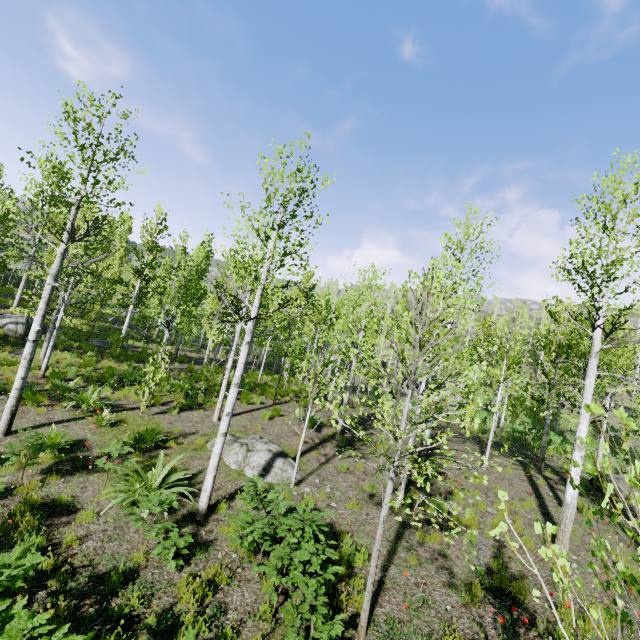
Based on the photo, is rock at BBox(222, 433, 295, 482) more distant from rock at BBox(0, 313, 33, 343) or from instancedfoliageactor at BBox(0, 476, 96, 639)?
rock at BBox(0, 313, 33, 343)

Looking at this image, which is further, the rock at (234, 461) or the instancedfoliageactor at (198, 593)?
the rock at (234, 461)

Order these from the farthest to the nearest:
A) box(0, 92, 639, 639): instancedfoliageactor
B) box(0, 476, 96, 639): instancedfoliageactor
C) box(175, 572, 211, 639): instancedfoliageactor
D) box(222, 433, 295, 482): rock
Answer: box(222, 433, 295, 482): rock < box(0, 92, 639, 639): instancedfoliageactor < box(175, 572, 211, 639): instancedfoliageactor < box(0, 476, 96, 639): instancedfoliageactor

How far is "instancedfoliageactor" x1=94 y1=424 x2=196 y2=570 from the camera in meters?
5.5

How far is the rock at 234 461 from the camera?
9.0 meters

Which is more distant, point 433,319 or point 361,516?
point 433,319

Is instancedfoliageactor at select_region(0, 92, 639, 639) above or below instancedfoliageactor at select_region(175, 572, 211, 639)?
above

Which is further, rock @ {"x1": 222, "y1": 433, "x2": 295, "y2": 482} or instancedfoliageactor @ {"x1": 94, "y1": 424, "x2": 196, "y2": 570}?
rock @ {"x1": 222, "y1": 433, "x2": 295, "y2": 482}
